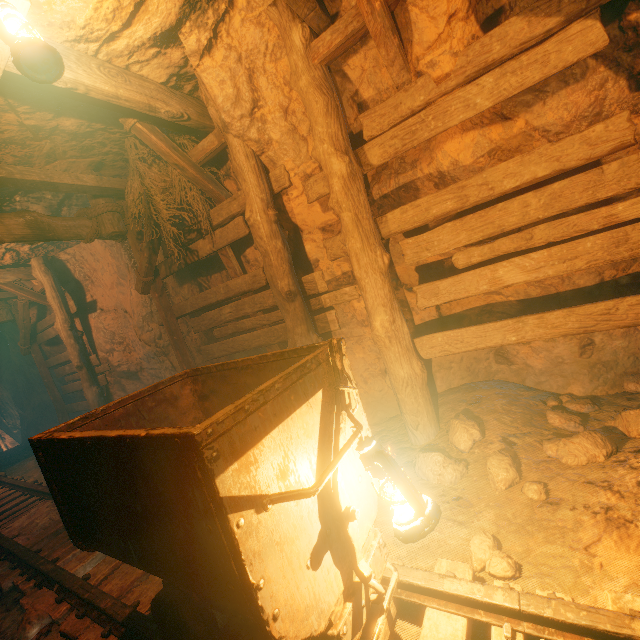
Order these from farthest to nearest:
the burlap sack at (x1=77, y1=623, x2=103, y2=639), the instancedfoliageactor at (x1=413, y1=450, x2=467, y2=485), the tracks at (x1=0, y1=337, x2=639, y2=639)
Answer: the instancedfoliageactor at (x1=413, y1=450, x2=467, y2=485)
the burlap sack at (x1=77, y1=623, x2=103, y2=639)
the tracks at (x1=0, y1=337, x2=639, y2=639)

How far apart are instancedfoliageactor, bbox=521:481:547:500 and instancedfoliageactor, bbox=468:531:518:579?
0.5 meters

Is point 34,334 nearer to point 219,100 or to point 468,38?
point 219,100

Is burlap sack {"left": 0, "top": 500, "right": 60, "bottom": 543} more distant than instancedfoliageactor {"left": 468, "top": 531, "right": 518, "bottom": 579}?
Yes

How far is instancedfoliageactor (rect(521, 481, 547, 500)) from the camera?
2.2 meters

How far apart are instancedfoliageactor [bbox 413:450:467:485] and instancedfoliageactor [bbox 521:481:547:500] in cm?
18

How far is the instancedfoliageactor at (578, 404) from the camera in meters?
3.0

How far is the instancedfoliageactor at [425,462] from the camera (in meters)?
2.65
